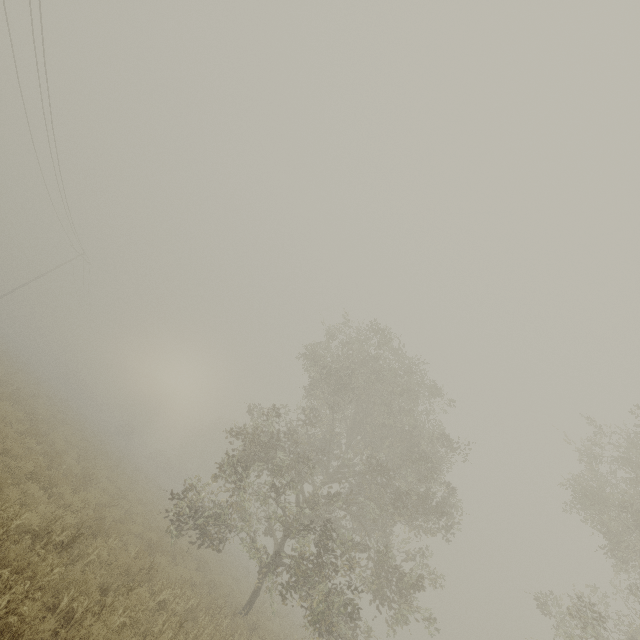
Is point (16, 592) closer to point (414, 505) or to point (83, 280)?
point (414, 505)
